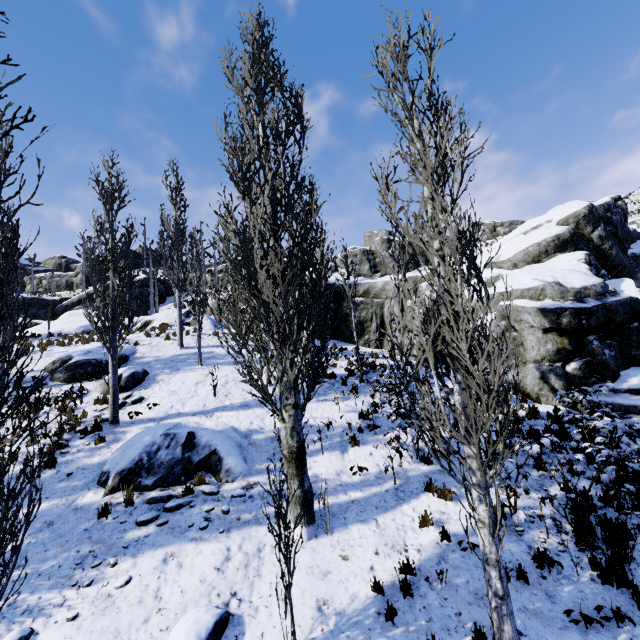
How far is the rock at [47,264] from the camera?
51.2m

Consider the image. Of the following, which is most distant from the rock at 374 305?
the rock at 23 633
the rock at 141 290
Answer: the rock at 141 290

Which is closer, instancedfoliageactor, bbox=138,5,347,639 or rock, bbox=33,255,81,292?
instancedfoliageactor, bbox=138,5,347,639

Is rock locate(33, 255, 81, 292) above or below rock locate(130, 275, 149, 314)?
above

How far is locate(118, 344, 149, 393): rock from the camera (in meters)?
12.38

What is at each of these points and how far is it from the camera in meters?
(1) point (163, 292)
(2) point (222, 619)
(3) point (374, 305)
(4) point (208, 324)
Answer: (1) rock, 39.0 m
(2) rock, 5.1 m
(3) rock, 18.9 m
(4) rock, 19.5 m

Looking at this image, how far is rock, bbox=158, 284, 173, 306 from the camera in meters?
38.7 m

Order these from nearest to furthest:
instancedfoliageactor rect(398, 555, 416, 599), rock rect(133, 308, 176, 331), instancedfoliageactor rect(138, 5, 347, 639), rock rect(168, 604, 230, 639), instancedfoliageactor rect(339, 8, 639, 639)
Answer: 1. instancedfoliageactor rect(339, 8, 639, 639)
2. rock rect(168, 604, 230, 639)
3. instancedfoliageactor rect(398, 555, 416, 599)
4. instancedfoliageactor rect(138, 5, 347, 639)
5. rock rect(133, 308, 176, 331)
